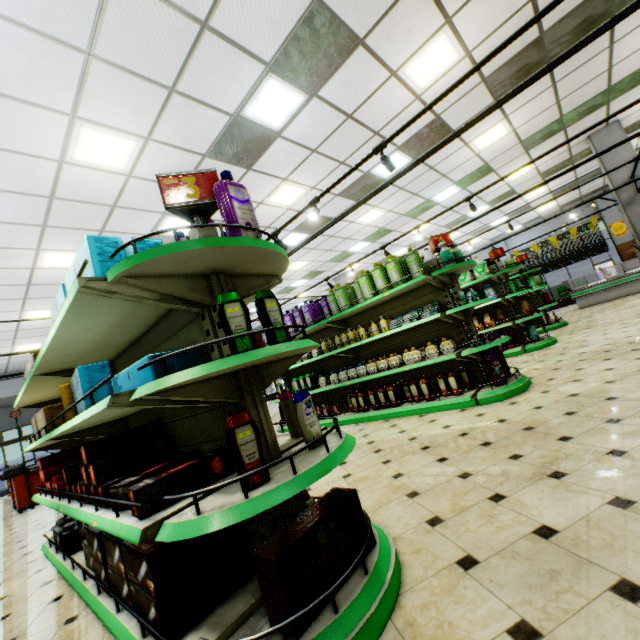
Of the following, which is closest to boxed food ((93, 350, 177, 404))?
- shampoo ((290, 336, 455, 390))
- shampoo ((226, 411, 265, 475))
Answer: shampoo ((226, 411, 265, 475))

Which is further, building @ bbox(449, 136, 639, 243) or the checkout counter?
building @ bbox(449, 136, 639, 243)

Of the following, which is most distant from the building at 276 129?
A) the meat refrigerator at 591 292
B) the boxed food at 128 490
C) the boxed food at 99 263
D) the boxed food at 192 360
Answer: the boxed food at 99 263

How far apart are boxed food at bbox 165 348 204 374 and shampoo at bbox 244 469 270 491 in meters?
0.6 m

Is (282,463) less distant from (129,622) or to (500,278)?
(129,622)

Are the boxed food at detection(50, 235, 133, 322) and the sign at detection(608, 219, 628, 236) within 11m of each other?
no

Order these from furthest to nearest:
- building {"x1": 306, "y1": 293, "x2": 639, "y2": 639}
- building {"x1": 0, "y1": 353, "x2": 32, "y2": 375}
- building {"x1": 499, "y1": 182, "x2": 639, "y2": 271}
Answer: building {"x1": 0, "y1": 353, "x2": 32, "y2": 375} → building {"x1": 499, "y1": 182, "x2": 639, "y2": 271} → building {"x1": 306, "y1": 293, "x2": 639, "y2": 639}

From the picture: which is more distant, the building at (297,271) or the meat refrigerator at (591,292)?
the meat refrigerator at (591,292)
